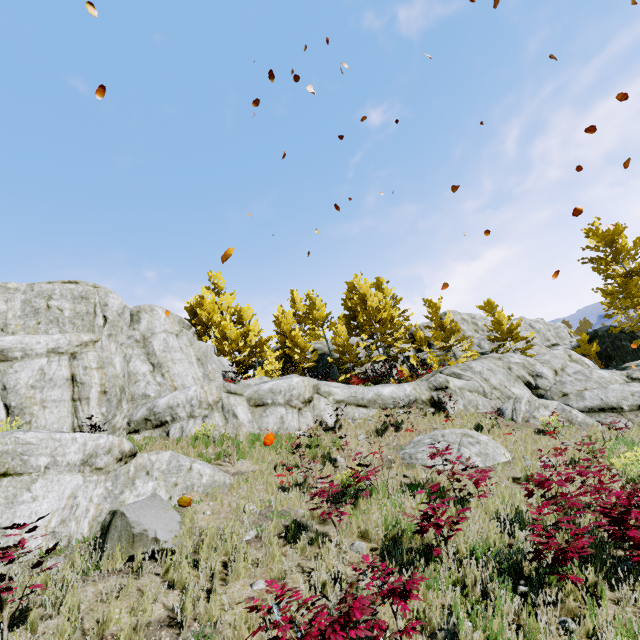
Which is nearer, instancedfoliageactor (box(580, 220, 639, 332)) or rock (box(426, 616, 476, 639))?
rock (box(426, 616, 476, 639))

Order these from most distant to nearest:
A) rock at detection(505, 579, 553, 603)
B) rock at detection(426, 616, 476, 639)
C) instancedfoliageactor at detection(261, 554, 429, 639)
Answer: rock at detection(505, 579, 553, 603) < rock at detection(426, 616, 476, 639) < instancedfoliageactor at detection(261, 554, 429, 639)

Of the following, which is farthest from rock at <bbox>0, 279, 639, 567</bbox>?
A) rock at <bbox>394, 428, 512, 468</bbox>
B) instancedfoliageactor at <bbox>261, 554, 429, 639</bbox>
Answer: rock at <bbox>394, 428, 512, 468</bbox>

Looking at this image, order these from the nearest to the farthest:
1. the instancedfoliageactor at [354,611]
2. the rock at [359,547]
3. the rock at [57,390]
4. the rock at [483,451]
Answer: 1. the instancedfoliageactor at [354,611]
2. the rock at [359,547]
3. the rock at [57,390]
4. the rock at [483,451]

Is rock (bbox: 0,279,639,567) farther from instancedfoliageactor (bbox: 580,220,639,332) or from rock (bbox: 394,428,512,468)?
rock (bbox: 394,428,512,468)

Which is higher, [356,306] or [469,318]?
[356,306]

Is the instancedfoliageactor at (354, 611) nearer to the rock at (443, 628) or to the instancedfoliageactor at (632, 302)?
the rock at (443, 628)
